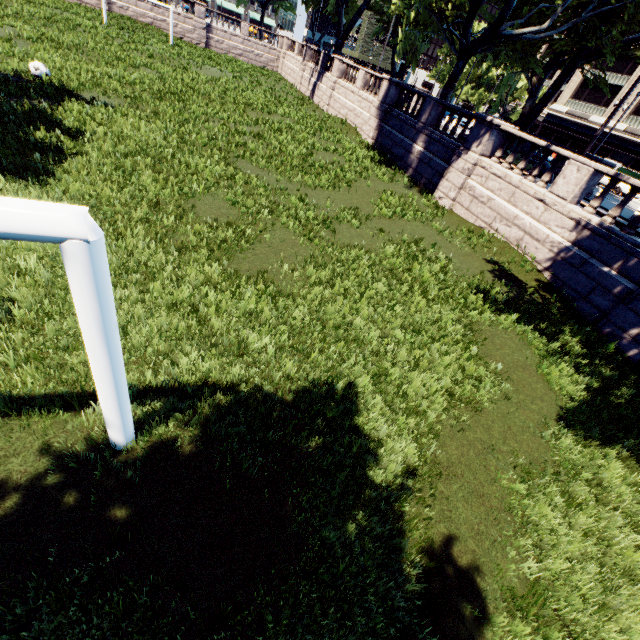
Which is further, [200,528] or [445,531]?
[445,531]

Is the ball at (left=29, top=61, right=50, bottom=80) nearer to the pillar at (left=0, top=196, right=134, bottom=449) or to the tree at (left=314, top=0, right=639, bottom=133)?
the tree at (left=314, top=0, right=639, bottom=133)

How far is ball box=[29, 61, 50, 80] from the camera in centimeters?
1308cm

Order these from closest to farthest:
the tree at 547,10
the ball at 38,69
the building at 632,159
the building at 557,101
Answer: the ball at 38,69
the tree at 547,10
the building at 632,159
the building at 557,101

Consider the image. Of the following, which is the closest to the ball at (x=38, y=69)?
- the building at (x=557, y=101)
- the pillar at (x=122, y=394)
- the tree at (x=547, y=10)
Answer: the tree at (x=547, y=10)

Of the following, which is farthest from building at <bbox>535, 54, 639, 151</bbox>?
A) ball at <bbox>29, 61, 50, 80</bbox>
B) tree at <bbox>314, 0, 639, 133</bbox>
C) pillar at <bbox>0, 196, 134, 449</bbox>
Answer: ball at <bbox>29, 61, 50, 80</bbox>
